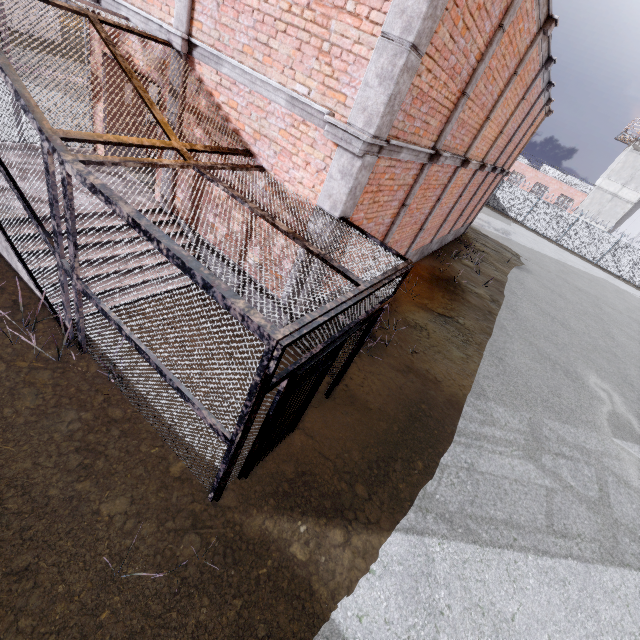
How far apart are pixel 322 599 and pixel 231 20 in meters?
8.0 m

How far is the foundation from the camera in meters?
12.2

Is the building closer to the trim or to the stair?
the trim

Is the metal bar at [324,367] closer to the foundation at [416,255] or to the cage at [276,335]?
the cage at [276,335]

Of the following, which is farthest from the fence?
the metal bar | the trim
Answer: the metal bar

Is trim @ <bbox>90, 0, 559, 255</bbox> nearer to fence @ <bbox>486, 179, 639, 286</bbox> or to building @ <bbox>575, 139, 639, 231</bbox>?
fence @ <bbox>486, 179, 639, 286</bbox>

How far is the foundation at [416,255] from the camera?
12.2m

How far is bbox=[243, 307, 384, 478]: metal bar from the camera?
3.4m
